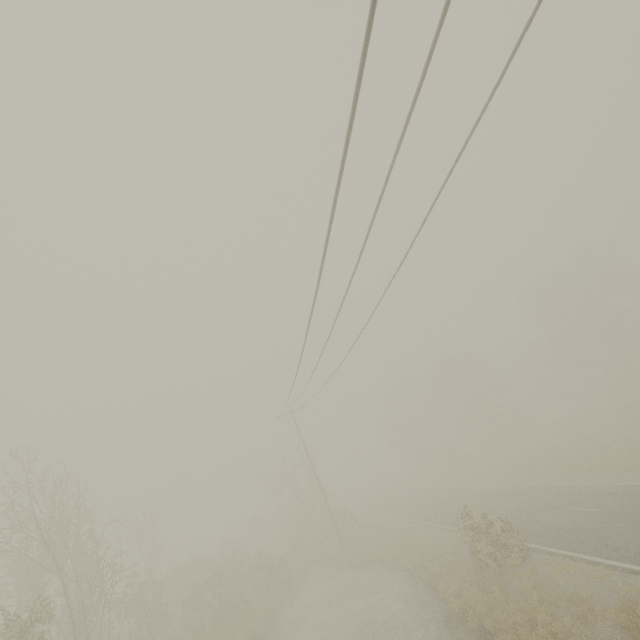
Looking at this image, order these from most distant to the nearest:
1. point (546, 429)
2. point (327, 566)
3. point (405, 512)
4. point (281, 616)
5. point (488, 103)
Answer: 1. point (546, 429)
2. point (405, 512)
3. point (327, 566)
4. point (281, 616)
5. point (488, 103)
